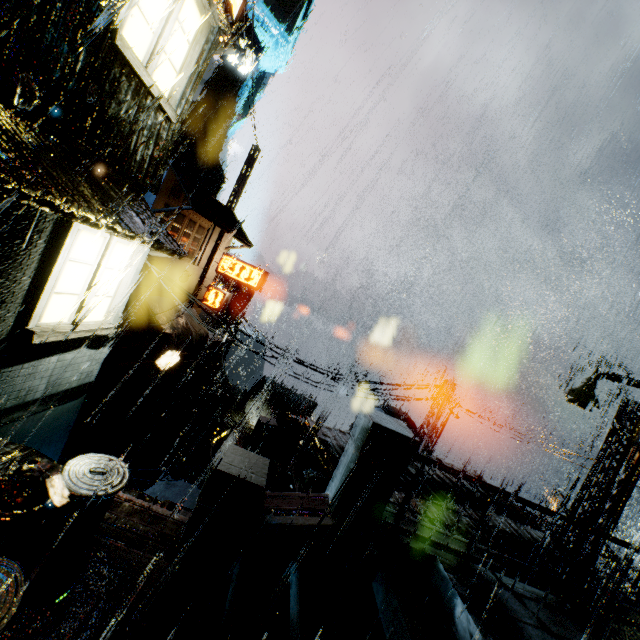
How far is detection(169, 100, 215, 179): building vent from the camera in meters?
39.5 m

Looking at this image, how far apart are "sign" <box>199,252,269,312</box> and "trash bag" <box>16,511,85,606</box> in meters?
20.6

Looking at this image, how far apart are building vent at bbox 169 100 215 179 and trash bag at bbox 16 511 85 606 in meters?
Answer: 44.6 m

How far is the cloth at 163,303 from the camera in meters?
20.1 m

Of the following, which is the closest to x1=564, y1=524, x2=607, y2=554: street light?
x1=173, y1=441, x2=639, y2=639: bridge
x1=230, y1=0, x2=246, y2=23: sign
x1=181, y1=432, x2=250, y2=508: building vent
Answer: x1=173, y1=441, x2=639, y2=639: bridge

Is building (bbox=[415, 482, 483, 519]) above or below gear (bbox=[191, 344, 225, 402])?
above

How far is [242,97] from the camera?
55.8m

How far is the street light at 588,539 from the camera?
10.7 meters
